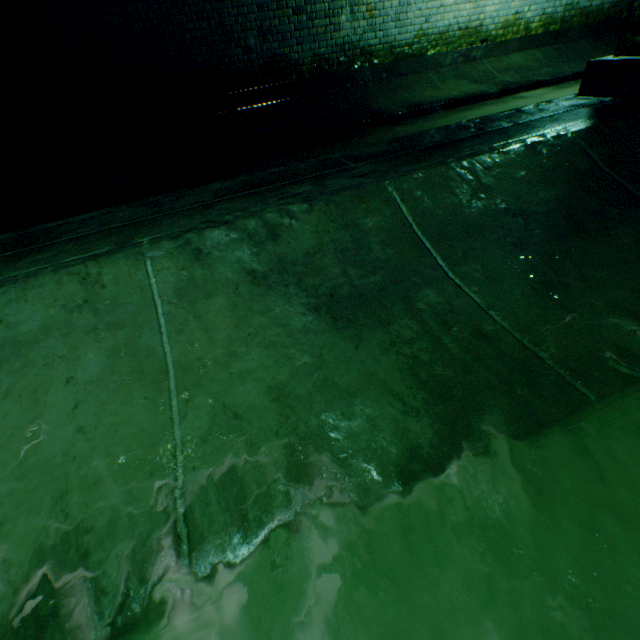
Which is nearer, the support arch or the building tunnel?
the building tunnel

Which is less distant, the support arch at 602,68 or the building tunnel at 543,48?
the building tunnel at 543,48

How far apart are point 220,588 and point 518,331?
1.25m
